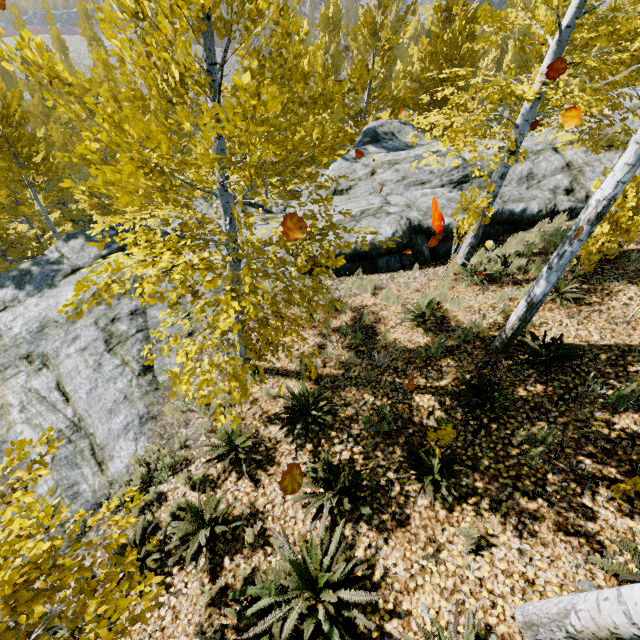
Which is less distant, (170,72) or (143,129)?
(143,129)

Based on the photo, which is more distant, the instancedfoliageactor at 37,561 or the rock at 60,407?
the rock at 60,407

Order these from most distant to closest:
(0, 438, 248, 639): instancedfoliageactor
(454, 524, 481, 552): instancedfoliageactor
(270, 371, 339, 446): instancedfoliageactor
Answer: (270, 371, 339, 446): instancedfoliageactor < (454, 524, 481, 552): instancedfoliageactor < (0, 438, 248, 639): instancedfoliageactor

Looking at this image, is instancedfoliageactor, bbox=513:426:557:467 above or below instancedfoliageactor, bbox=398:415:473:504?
above

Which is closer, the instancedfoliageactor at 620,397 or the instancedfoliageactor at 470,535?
the instancedfoliageactor at 470,535

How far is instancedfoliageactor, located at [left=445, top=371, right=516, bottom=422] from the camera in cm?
464

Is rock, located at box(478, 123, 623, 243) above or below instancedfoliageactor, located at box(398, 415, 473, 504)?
above
